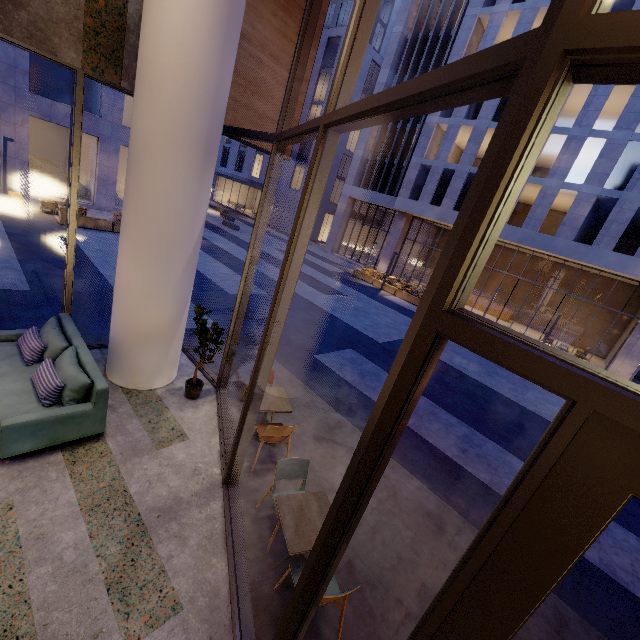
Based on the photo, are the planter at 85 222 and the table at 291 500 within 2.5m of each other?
no

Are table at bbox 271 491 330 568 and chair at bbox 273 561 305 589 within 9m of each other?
yes

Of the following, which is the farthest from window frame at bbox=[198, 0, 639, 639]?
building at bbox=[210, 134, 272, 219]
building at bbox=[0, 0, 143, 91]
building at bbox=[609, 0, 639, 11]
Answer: building at bbox=[210, 134, 272, 219]

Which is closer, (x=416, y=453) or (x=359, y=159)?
(x=416, y=453)

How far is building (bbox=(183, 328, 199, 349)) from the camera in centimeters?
757cm

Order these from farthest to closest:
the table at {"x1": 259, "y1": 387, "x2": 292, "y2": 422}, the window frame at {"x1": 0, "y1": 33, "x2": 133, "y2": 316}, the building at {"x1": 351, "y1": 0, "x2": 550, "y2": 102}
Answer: the building at {"x1": 351, "y1": 0, "x2": 550, "y2": 102} → the table at {"x1": 259, "y1": 387, "x2": 292, "y2": 422} → the window frame at {"x1": 0, "y1": 33, "x2": 133, "y2": 316}

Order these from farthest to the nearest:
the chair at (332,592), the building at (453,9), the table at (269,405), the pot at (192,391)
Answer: Result:
1. the building at (453,9)
2. the pot at (192,391)
3. the table at (269,405)
4. the chair at (332,592)
